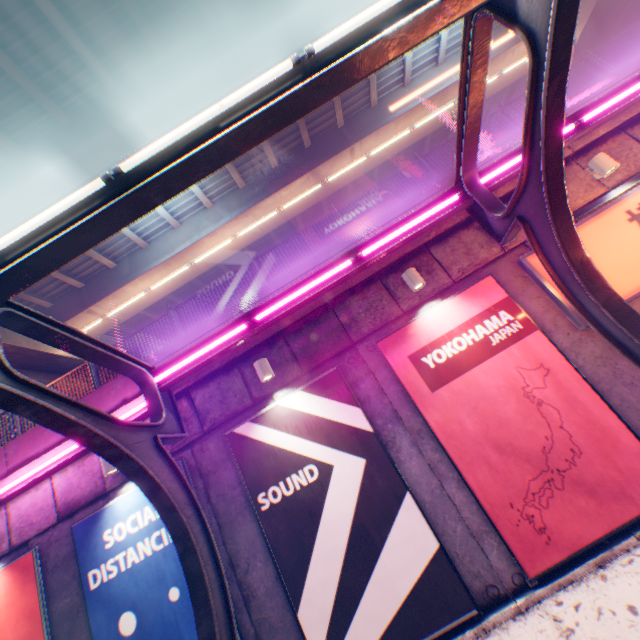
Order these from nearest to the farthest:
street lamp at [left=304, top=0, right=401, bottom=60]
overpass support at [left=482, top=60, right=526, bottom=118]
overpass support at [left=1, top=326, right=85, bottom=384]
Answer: street lamp at [left=304, top=0, right=401, bottom=60] < overpass support at [left=1, top=326, right=85, bottom=384] < overpass support at [left=482, top=60, right=526, bottom=118]

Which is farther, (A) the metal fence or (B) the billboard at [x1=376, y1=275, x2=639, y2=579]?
(A) the metal fence

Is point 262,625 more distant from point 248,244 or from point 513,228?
point 248,244

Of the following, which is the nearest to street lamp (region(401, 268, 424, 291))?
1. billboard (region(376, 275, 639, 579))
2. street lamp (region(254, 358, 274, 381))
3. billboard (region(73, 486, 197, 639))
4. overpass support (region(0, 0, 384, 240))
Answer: billboard (region(376, 275, 639, 579))

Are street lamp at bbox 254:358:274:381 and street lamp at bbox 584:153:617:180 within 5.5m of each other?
no

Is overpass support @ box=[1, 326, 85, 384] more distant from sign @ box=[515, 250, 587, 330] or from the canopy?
sign @ box=[515, 250, 587, 330]

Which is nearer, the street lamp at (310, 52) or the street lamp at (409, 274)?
the street lamp at (310, 52)

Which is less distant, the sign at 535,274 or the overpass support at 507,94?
the sign at 535,274
